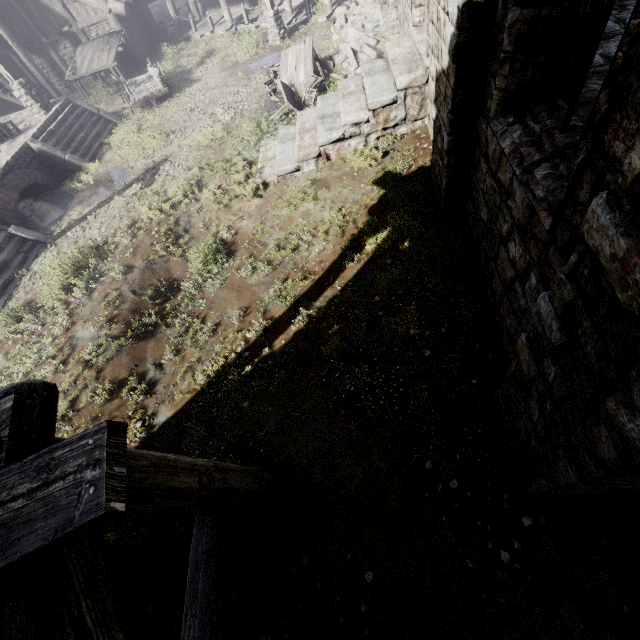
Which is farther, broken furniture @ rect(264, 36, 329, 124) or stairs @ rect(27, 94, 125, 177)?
stairs @ rect(27, 94, 125, 177)

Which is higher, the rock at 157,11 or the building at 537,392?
the building at 537,392

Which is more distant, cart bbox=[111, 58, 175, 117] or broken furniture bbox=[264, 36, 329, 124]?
cart bbox=[111, 58, 175, 117]

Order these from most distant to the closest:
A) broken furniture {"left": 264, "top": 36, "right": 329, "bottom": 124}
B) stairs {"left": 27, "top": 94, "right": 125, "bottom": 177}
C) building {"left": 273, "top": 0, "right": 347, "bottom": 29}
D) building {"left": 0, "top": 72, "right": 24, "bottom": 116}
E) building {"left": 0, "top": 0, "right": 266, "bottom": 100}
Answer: building {"left": 0, "top": 72, "right": 24, "bottom": 116}
building {"left": 0, "top": 0, "right": 266, "bottom": 100}
building {"left": 273, "top": 0, "right": 347, "bottom": 29}
stairs {"left": 27, "top": 94, "right": 125, "bottom": 177}
broken furniture {"left": 264, "top": 36, "right": 329, "bottom": 124}

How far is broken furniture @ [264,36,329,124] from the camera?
11.4 meters

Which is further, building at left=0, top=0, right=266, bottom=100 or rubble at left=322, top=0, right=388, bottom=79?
building at left=0, top=0, right=266, bottom=100

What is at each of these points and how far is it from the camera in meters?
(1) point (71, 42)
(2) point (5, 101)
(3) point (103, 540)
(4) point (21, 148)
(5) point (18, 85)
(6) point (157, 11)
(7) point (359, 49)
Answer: (1) building, 19.1 m
(2) building, 20.8 m
(3) building, 2.0 m
(4) building base, 12.2 m
(5) wooden lamp post, 13.2 m
(6) rock, 25.8 m
(7) rubble, 11.8 m

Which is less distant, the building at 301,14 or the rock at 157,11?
the building at 301,14
